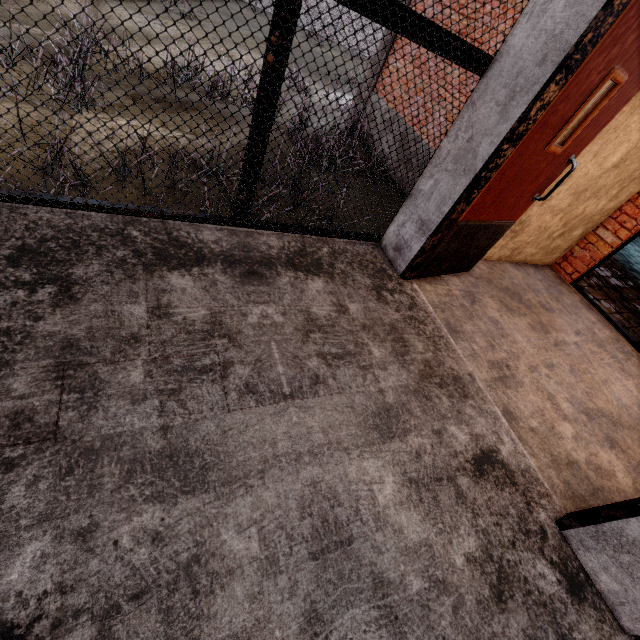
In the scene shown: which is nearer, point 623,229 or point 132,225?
point 132,225
